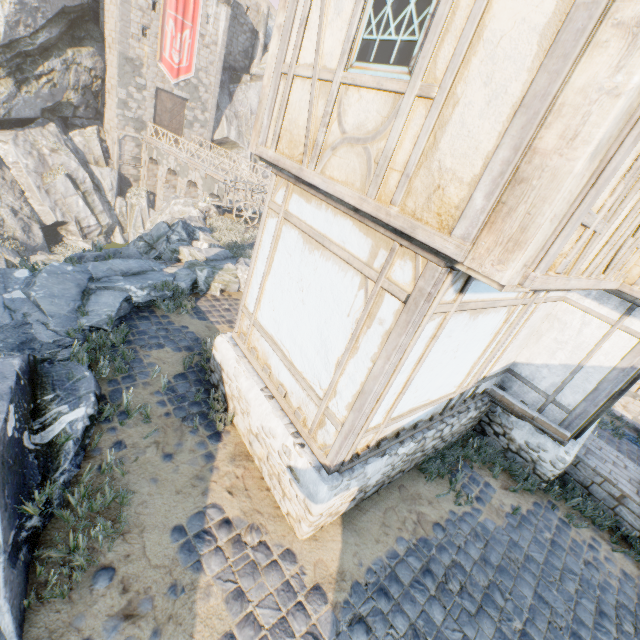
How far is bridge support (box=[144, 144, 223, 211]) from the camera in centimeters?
2516cm

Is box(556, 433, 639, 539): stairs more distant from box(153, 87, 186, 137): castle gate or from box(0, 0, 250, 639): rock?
box(153, 87, 186, 137): castle gate

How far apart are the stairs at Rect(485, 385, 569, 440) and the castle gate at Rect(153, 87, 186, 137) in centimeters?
3405cm

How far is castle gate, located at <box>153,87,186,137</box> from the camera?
27.9 meters

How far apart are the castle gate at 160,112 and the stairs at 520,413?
34.05m

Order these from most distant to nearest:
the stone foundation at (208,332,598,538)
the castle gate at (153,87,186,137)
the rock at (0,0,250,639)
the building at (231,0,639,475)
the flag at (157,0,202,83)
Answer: the castle gate at (153,87,186,137)
the flag at (157,0,202,83)
the stone foundation at (208,332,598,538)
the rock at (0,0,250,639)
the building at (231,0,639,475)

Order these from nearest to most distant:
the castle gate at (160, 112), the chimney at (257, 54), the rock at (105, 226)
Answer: the rock at (105, 226) < the castle gate at (160, 112) < the chimney at (257, 54)

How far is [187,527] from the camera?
3.91m
